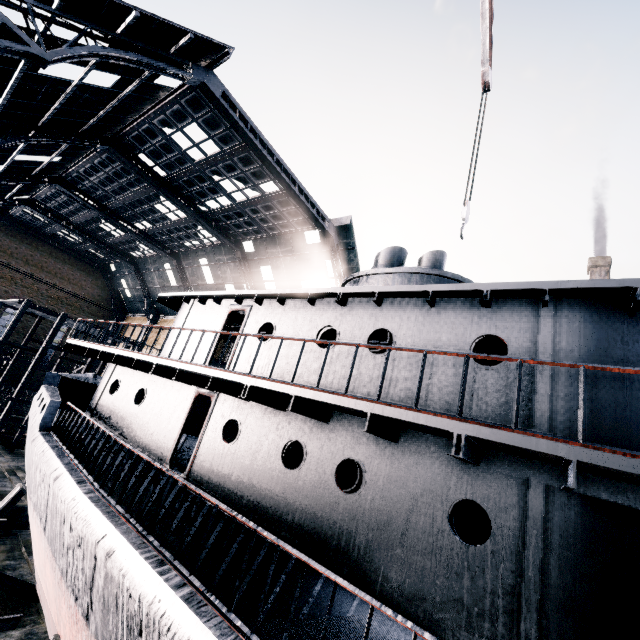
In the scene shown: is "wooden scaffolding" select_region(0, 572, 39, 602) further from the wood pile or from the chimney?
the chimney

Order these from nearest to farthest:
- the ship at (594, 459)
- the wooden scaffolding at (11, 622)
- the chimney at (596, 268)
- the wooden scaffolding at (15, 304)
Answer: the ship at (594, 459) → the wooden scaffolding at (11, 622) → the wooden scaffolding at (15, 304) → the chimney at (596, 268)

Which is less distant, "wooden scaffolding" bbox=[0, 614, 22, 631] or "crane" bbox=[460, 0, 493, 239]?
"crane" bbox=[460, 0, 493, 239]

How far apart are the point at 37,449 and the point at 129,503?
5.6m

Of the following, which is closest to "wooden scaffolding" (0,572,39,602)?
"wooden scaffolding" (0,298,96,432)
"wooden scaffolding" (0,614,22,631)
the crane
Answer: "wooden scaffolding" (0,614,22,631)

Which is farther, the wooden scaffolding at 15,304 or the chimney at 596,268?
the chimney at 596,268

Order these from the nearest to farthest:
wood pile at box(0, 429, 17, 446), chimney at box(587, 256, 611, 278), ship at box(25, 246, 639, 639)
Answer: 1. ship at box(25, 246, 639, 639)
2. wood pile at box(0, 429, 17, 446)
3. chimney at box(587, 256, 611, 278)

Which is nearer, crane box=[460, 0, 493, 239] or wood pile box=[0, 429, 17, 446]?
crane box=[460, 0, 493, 239]
